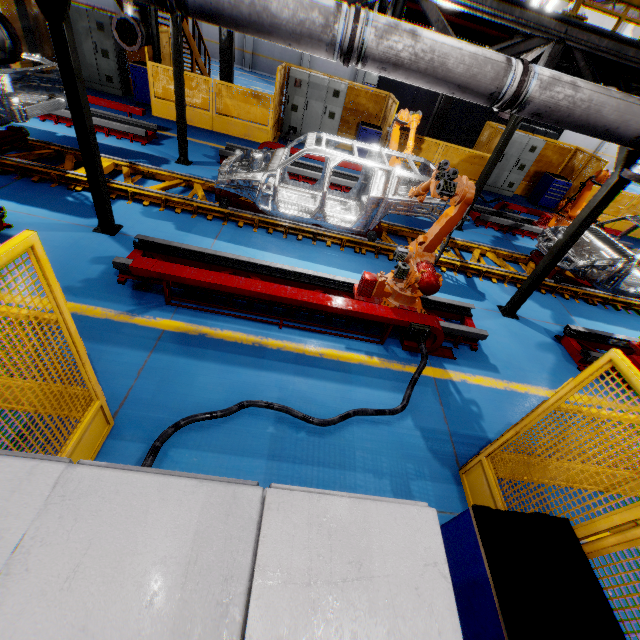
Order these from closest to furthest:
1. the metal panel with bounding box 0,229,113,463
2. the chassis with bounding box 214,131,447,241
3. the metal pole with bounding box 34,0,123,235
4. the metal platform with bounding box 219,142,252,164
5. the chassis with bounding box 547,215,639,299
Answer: the metal panel with bounding box 0,229,113,463 → the metal pole with bounding box 34,0,123,235 → the chassis with bounding box 214,131,447,241 → the chassis with bounding box 547,215,639,299 → the metal platform with bounding box 219,142,252,164

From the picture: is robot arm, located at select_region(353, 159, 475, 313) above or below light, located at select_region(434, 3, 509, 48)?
below

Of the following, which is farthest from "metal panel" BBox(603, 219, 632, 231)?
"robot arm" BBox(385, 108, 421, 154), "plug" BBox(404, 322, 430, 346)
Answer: "robot arm" BBox(385, 108, 421, 154)

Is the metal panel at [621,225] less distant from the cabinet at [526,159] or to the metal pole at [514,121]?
the cabinet at [526,159]

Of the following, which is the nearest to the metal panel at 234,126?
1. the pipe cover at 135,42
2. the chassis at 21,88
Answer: the pipe cover at 135,42

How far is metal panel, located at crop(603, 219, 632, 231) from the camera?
13.0 meters

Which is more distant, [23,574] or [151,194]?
[151,194]

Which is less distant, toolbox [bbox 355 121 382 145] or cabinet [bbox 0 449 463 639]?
cabinet [bbox 0 449 463 639]
